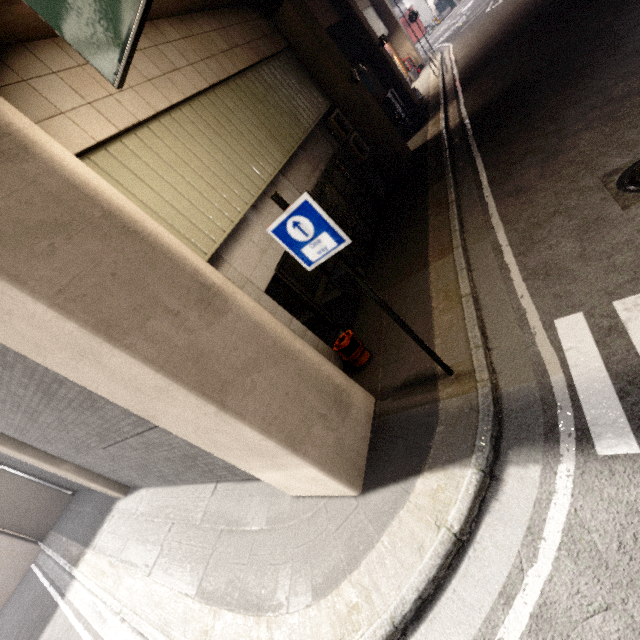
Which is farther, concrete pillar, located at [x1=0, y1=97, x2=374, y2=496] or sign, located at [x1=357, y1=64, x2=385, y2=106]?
sign, located at [x1=357, y1=64, x2=385, y2=106]

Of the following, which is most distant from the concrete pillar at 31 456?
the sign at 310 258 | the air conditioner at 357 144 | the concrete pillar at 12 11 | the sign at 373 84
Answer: the sign at 373 84

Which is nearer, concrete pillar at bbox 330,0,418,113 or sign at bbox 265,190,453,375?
sign at bbox 265,190,453,375

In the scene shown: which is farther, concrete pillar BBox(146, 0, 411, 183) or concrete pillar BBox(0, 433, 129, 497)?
concrete pillar BBox(0, 433, 129, 497)

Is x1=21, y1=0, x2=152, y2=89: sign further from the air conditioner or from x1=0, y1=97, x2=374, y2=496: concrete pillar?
the air conditioner

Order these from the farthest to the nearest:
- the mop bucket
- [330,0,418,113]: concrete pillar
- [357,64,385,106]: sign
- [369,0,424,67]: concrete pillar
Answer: [369,0,424,67]: concrete pillar < [330,0,418,113]: concrete pillar < [357,64,385,106]: sign < the mop bucket

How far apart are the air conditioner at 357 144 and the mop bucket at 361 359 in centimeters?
631cm

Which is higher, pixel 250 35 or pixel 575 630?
pixel 250 35
